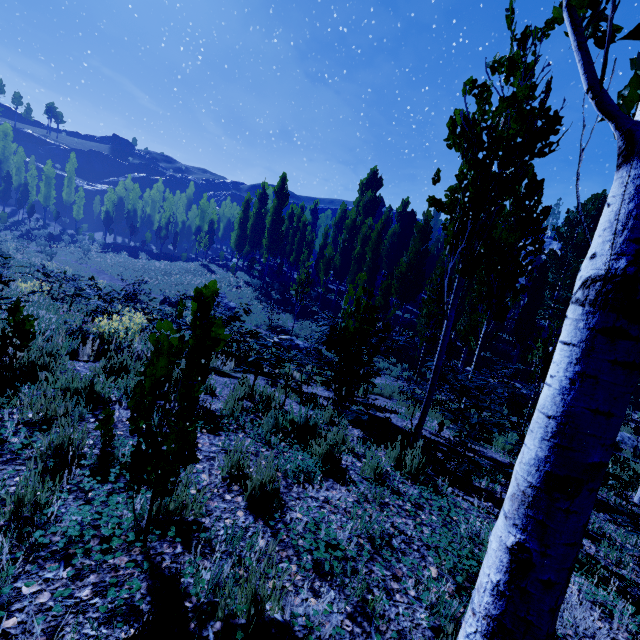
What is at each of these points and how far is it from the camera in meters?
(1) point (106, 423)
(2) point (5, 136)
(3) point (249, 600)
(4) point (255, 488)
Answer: (1) instancedfoliageactor, 2.6
(2) instancedfoliageactor, 59.4
(3) instancedfoliageactor, 1.5
(4) instancedfoliageactor, 2.5

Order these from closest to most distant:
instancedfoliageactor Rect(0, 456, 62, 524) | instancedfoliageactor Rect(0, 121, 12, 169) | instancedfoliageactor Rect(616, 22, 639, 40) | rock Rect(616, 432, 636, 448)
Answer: instancedfoliageactor Rect(616, 22, 639, 40), instancedfoliageactor Rect(0, 456, 62, 524), rock Rect(616, 432, 636, 448), instancedfoliageactor Rect(0, 121, 12, 169)

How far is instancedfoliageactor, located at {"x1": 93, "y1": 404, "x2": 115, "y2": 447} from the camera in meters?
2.5

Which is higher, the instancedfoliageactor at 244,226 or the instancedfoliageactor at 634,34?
the instancedfoliageactor at 634,34

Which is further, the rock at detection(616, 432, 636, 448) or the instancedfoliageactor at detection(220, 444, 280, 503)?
the rock at detection(616, 432, 636, 448)
